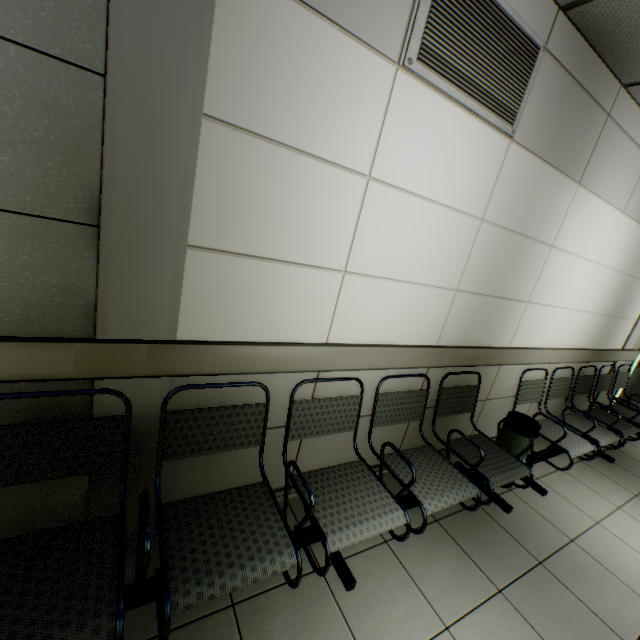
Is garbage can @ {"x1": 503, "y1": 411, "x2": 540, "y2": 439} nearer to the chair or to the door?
the chair

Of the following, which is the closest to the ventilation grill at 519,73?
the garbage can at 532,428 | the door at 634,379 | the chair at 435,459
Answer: the chair at 435,459

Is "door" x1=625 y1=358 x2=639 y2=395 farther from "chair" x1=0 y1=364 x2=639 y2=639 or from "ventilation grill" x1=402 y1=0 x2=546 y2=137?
"ventilation grill" x1=402 y1=0 x2=546 y2=137

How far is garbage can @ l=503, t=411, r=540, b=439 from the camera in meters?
2.7

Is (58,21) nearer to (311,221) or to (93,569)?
(311,221)

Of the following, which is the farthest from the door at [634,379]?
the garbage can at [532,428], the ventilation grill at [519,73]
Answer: the ventilation grill at [519,73]

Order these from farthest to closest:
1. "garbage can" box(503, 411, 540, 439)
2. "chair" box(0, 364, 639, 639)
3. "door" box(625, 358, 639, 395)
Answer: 1. "door" box(625, 358, 639, 395)
2. "garbage can" box(503, 411, 540, 439)
3. "chair" box(0, 364, 639, 639)
